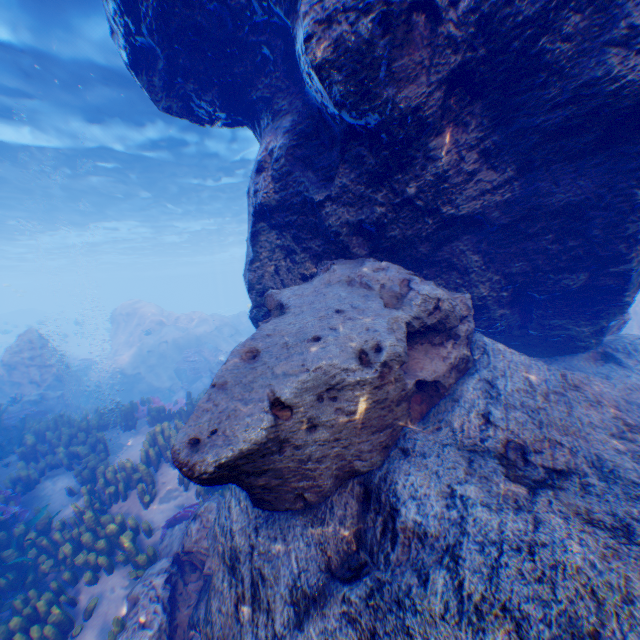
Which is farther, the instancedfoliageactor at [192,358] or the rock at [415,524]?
the instancedfoliageactor at [192,358]

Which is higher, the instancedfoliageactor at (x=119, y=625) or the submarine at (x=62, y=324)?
the submarine at (x=62, y=324)

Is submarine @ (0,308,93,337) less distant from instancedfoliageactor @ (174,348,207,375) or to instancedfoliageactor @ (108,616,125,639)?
instancedfoliageactor @ (174,348,207,375)

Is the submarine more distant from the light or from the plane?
the plane

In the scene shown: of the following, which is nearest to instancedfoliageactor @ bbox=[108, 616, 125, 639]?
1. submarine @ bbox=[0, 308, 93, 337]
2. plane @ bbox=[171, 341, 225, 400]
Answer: plane @ bbox=[171, 341, 225, 400]

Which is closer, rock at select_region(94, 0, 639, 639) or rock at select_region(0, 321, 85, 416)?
rock at select_region(94, 0, 639, 639)

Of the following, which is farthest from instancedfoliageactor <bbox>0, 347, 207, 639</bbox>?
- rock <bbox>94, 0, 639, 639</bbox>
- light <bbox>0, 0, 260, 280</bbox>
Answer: light <bbox>0, 0, 260, 280</bbox>

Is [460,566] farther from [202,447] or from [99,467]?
[99,467]
